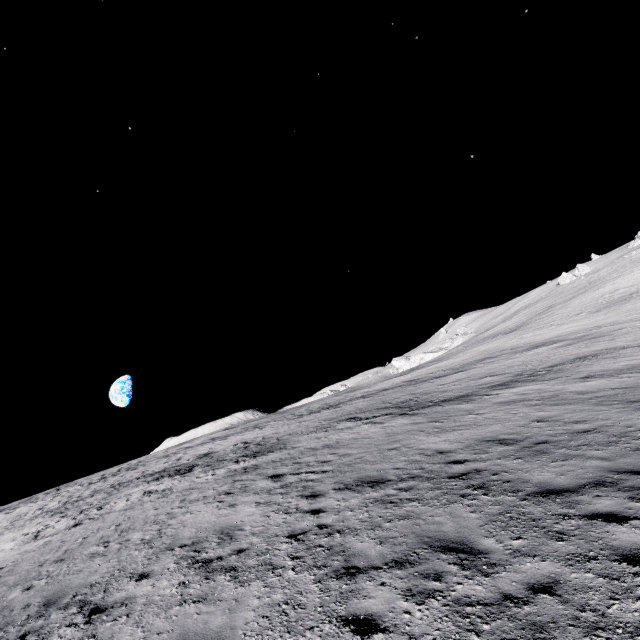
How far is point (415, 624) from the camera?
3.9m
